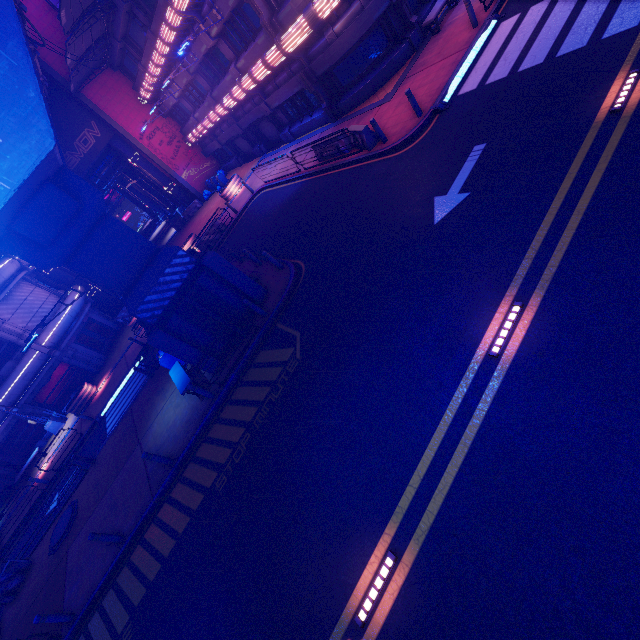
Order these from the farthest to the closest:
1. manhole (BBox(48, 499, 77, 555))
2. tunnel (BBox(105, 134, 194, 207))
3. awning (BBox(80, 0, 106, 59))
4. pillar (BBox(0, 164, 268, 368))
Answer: tunnel (BBox(105, 134, 194, 207)) → awning (BBox(80, 0, 106, 59)) → manhole (BBox(48, 499, 77, 555)) → pillar (BBox(0, 164, 268, 368))

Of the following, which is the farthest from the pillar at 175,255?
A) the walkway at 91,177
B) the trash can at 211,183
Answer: the walkway at 91,177

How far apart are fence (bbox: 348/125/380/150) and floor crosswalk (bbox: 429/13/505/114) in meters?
2.1

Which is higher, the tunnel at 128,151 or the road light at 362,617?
the tunnel at 128,151

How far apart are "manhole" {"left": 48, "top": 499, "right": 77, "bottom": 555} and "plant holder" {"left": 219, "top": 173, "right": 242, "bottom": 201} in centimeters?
2171cm

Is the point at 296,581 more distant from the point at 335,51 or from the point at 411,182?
the point at 335,51

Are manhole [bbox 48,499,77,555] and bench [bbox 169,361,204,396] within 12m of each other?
yes

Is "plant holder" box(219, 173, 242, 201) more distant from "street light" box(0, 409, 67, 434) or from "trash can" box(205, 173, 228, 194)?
"street light" box(0, 409, 67, 434)
